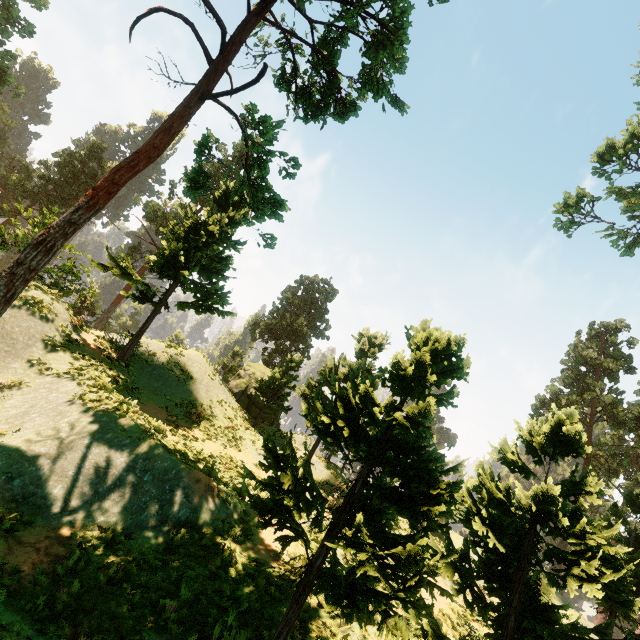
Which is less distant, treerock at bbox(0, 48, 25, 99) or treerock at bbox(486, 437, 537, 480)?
treerock at bbox(486, 437, 537, 480)

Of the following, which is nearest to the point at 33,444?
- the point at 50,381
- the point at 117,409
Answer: the point at 117,409

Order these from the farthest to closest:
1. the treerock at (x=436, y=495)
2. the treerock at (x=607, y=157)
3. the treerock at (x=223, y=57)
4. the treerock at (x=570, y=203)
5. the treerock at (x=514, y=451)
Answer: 1. the treerock at (x=570, y=203)
2. the treerock at (x=607, y=157)
3. the treerock at (x=223, y=57)
4. the treerock at (x=514, y=451)
5. the treerock at (x=436, y=495)

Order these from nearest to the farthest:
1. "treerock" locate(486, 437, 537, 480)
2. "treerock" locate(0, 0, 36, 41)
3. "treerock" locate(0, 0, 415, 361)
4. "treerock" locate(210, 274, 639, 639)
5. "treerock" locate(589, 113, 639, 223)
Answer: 1. "treerock" locate(210, 274, 639, 639)
2. "treerock" locate(486, 437, 537, 480)
3. "treerock" locate(0, 0, 415, 361)
4. "treerock" locate(589, 113, 639, 223)
5. "treerock" locate(0, 0, 36, 41)

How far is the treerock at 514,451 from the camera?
6.0m
